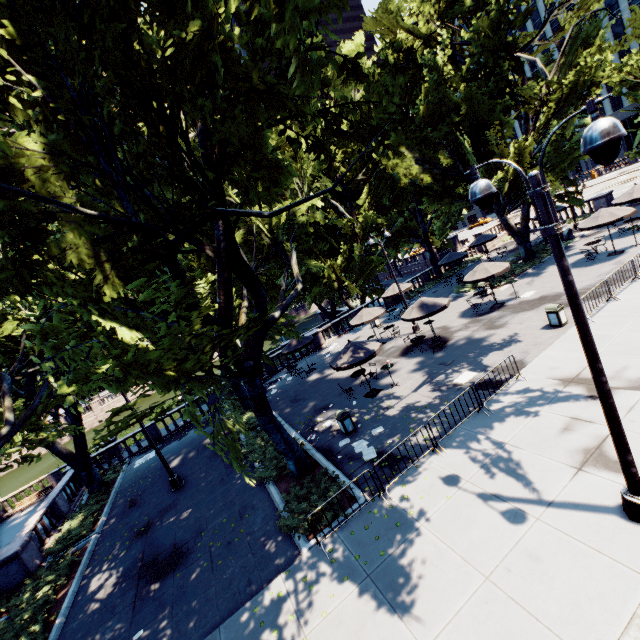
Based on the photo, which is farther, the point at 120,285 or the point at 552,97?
the point at 552,97

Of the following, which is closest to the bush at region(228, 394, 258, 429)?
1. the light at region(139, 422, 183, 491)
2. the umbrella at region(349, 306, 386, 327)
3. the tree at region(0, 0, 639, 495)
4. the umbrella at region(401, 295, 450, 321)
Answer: the tree at region(0, 0, 639, 495)

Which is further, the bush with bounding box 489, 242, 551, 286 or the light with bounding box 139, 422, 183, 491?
the bush with bounding box 489, 242, 551, 286

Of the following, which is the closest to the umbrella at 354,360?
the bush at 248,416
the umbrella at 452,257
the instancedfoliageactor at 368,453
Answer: the instancedfoliageactor at 368,453

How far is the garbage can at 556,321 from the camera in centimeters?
1442cm

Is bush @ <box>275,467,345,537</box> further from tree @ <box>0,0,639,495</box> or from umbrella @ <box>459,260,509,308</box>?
umbrella @ <box>459,260,509,308</box>

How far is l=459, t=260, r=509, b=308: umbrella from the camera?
19.0m

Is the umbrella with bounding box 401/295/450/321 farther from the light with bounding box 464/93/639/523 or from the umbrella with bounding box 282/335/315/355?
the light with bounding box 464/93/639/523
